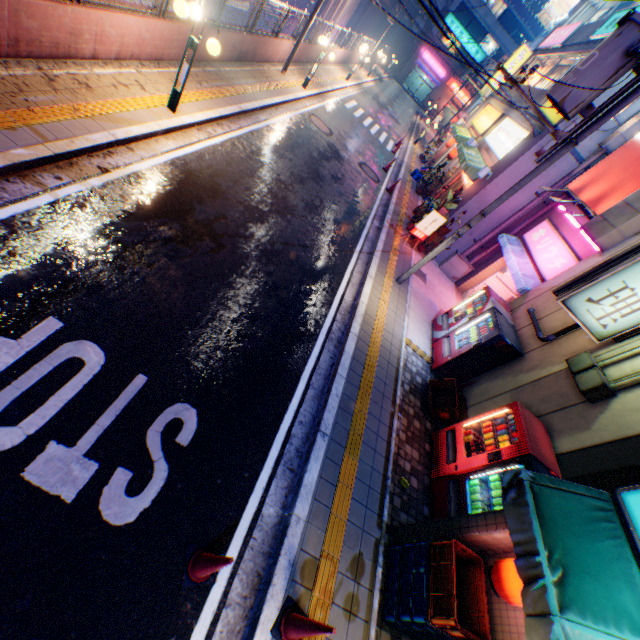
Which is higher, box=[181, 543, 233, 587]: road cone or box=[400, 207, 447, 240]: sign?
box=[400, 207, 447, 240]: sign

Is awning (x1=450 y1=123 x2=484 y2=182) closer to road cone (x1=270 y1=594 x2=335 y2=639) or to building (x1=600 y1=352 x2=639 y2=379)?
building (x1=600 y1=352 x2=639 y2=379)

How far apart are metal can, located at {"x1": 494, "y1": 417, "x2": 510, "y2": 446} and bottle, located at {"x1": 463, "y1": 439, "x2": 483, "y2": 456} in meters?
0.4 m

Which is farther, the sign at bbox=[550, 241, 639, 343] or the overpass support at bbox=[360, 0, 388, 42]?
the overpass support at bbox=[360, 0, 388, 42]

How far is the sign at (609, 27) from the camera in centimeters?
1188cm

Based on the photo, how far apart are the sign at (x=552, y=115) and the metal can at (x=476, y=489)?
11.68m

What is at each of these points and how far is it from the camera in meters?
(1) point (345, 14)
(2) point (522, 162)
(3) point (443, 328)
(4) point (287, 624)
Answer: (1) overpass support, 24.2
(2) building, 11.3
(3) vending machine, 9.8
(4) road cone, 3.7

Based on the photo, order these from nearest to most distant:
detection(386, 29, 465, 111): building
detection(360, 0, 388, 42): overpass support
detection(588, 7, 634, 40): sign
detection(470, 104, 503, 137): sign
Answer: detection(588, 7, 634, 40): sign, detection(470, 104, 503, 137): sign, detection(360, 0, 388, 42): overpass support, detection(386, 29, 465, 111): building
